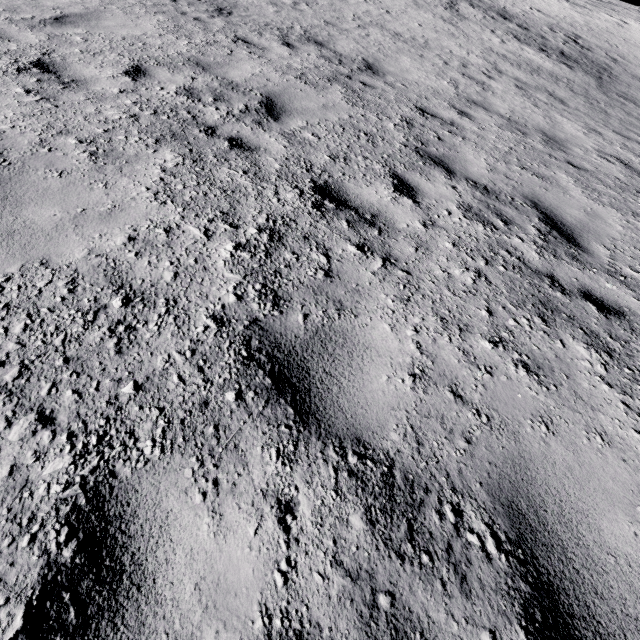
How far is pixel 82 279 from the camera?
2.04m
